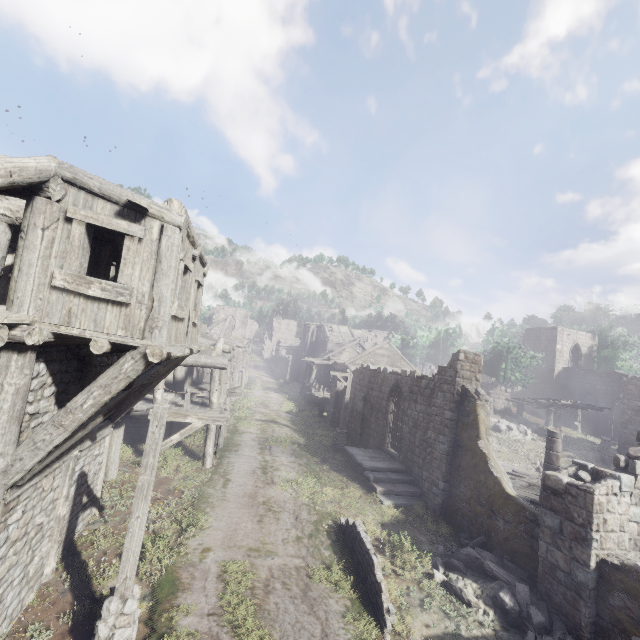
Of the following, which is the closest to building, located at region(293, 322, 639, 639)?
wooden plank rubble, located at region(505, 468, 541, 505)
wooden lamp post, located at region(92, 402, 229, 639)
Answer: wooden plank rubble, located at region(505, 468, 541, 505)

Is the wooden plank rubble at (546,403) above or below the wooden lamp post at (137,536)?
above

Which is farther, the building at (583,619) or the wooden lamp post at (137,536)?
the building at (583,619)

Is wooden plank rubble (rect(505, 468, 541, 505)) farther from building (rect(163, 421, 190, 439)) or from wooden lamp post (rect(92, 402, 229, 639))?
wooden lamp post (rect(92, 402, 229, 639))

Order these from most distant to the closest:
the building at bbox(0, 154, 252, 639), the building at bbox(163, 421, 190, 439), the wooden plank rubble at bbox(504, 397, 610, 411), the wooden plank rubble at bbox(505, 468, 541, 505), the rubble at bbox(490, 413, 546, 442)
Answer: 1. the wooden plank rubble at bbox(504, 397, 610, 411)
2. the rubble at bbox(490, 413, 546, 442)
3. the building at bbox(163, 421, 190, 439)
4. the wooden plank rubble at bbox(505, 468, 541, 505)
5. the building at bbox(0, 154, 252, 639)

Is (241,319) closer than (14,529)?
No

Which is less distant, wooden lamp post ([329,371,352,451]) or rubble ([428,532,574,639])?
rubble ([428,532,574,639])

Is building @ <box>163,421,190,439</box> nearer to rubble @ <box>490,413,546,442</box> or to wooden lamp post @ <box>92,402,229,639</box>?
rubble @ <box>490,413,546,442</box>
